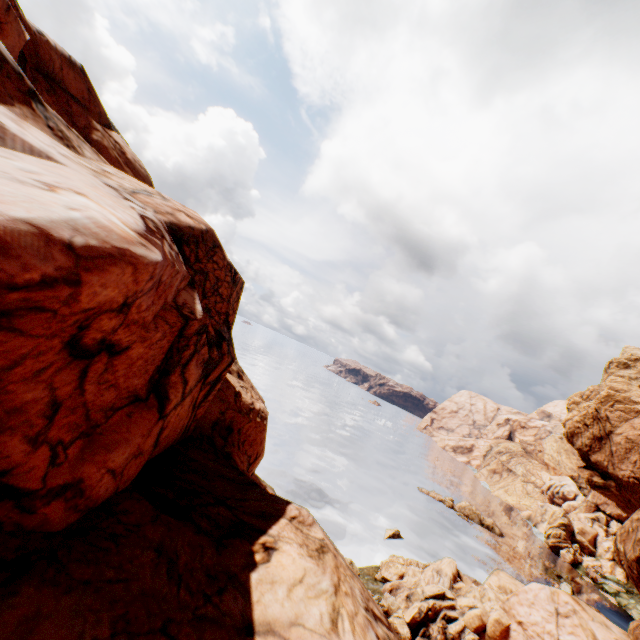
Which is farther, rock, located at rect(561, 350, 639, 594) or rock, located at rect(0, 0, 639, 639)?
rock, located at rect(561, 350, 639, 594)

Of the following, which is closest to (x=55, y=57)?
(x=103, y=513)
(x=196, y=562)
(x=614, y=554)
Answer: (x=103, y=513)

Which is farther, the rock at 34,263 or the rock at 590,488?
the rock at 590,488
